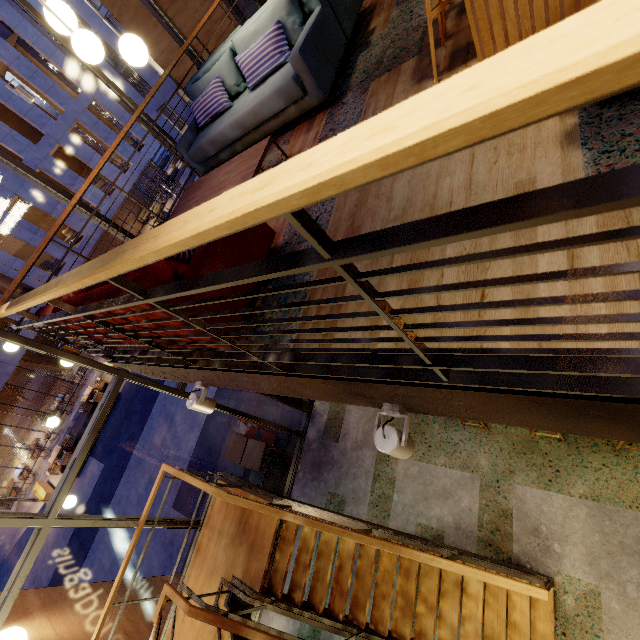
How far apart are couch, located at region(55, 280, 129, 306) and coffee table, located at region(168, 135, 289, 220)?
0.5 meters

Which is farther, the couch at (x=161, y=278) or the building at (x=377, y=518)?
the couch at (x=161, y=278)

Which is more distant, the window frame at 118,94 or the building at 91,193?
the building at 91,193

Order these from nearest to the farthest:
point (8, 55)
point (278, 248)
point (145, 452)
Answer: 1. point (278, 248)
2. point (145, 452)
3. point (8, 55)

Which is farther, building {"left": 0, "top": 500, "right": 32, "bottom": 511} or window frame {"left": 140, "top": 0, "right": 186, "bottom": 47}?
building {"left": 0, "top": 500, "right": 32, "bottom": 511}

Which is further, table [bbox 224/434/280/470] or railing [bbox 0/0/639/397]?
table [bbox 224/434/280/470]

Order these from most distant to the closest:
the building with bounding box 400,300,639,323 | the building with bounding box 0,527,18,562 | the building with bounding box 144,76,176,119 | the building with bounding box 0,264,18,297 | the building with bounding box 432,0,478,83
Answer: the building with bounding box 144,76,176,119 < the building with bounding box 0,264,18,297 < the building with bounding box 0,527,18,562 < the building with bounding box 432,0,478,83 < the building with bounding box 400,300,639,323

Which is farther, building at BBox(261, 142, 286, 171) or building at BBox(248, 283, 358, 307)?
building at BBox(261, 142, 286, 171)
